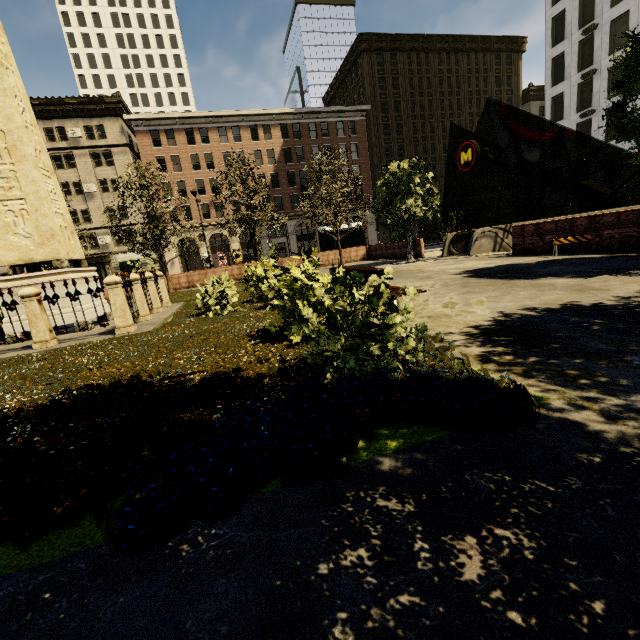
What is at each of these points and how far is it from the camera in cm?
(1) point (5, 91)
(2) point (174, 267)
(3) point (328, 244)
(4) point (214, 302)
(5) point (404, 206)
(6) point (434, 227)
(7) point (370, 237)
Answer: (1) obelisk, 809
(2) building, 4194
(3) atm, 2731
(4) tree, 891
(5) tree, 1797
(6) building, 5194
(7) building, 4847

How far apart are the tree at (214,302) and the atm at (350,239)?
20.3 meters

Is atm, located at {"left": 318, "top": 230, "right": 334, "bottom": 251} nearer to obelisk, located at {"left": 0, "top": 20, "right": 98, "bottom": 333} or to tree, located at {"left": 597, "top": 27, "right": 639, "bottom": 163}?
tree, located at {"left": 597, "top": 27, "right": 639, "bottom": 163}

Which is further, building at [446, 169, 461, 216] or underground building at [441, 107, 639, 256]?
building at [446, 169, 461, 216]

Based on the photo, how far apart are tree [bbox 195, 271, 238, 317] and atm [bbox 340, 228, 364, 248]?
20.33m

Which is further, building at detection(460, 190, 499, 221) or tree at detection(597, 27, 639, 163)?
building at detection(460, 190, 499, 221)

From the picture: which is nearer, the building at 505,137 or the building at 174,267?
the building at 174,267

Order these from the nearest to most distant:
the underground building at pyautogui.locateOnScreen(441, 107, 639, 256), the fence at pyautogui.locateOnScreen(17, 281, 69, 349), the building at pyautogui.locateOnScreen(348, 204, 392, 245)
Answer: the fence at pyautogui.locateOnScreen(17, 281, 69, 349)
the underground building at pyautogui.locateOnScreen(441, 107, 639, 256)
the building at pyautogui.locateOnScreen(348, 204, 392, 245)
